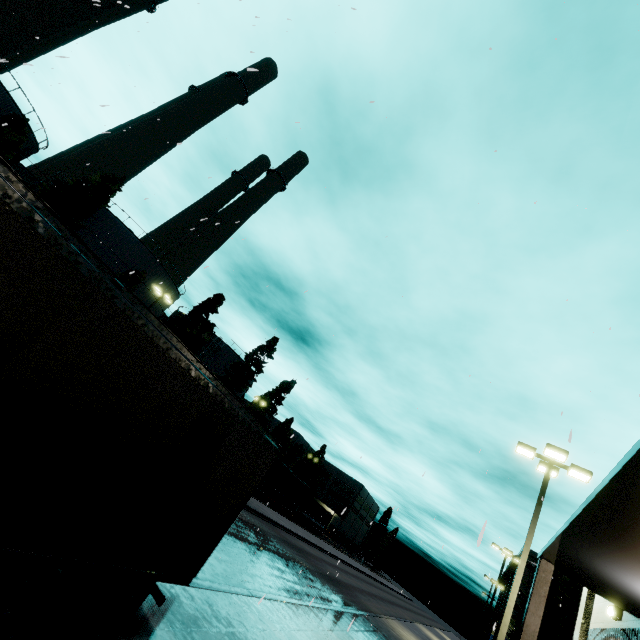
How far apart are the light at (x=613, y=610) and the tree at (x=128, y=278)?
36.02m

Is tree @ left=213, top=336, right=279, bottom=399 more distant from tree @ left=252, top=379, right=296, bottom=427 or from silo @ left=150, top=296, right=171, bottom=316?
tree @ left=252, top=379, right=296, bottom=427

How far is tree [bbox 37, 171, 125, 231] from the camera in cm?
2670

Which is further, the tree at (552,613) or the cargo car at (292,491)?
the cargo car at (292,491)

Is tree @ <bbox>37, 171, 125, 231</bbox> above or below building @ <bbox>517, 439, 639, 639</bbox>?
above

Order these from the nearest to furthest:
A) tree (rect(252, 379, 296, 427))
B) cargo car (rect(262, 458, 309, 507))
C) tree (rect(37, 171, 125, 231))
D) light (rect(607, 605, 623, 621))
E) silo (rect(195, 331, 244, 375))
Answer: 1. light (rect(607, 605, 623, 621))
2. tree (rect(37, 171, 125, 231))
3. cargo car (rect(262, 458, 309, 507))
4. silo (rect(195, 331, 244, 375))
5. tree (rect(252, 379, 296, 427))

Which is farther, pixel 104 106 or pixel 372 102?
pixel 104 106

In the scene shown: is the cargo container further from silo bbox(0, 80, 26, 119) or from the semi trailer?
the semi trailer
